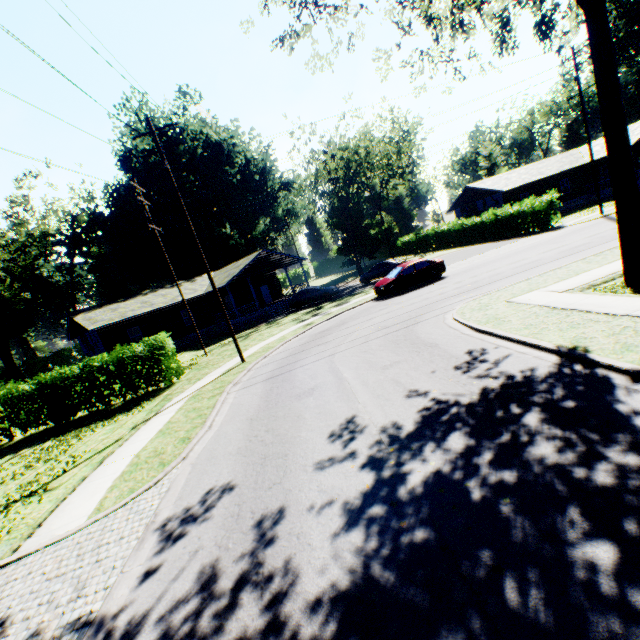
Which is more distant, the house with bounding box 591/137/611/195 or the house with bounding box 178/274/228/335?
the house with bounding box 591/137/611/195

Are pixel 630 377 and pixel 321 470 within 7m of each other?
yes

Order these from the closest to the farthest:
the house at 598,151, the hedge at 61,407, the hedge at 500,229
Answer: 1. the hedge at 61,407
2. the hedge at 500,229
3. the house at 598,151

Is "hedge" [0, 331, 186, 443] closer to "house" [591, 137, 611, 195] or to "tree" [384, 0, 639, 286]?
"tree" [384, 0, 639, 286]

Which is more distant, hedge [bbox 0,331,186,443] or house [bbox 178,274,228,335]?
house [bbox 178,274,228,335]

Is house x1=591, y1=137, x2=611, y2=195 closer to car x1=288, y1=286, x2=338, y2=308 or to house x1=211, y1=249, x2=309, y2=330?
car x1=288, y1=286, x2=338, y2=308

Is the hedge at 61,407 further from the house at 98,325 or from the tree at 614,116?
the tree at 614,116
